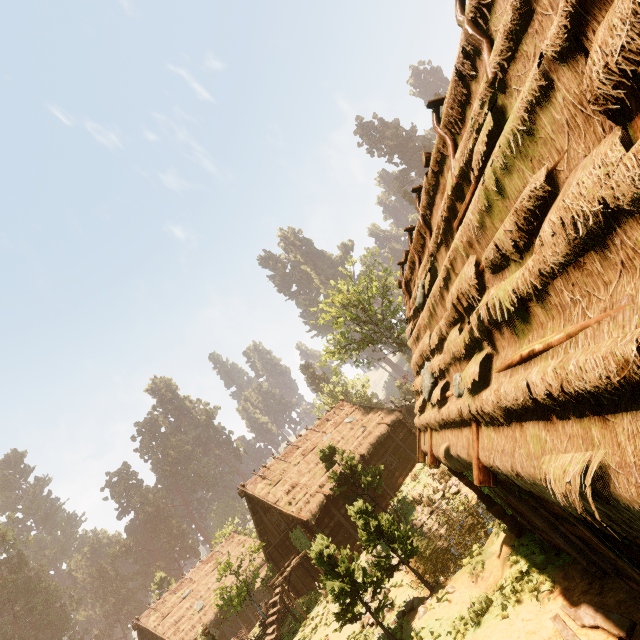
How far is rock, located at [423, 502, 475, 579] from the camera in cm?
1323

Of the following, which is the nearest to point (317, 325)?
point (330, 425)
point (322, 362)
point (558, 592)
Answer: point (322, 362)

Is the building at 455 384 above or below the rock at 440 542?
above

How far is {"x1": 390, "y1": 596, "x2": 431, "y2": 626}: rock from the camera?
10.01m

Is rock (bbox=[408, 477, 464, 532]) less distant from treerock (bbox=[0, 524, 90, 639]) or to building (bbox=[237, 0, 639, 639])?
treerock (bbox=[0, 524, 90, 639])

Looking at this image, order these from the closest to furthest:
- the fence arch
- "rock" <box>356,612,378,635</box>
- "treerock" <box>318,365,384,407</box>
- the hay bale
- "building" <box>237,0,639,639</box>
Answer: "building" <box>237,0,639,639</box>
"rock" <box>356,612,378,635</box>
the fence arch
the hay bale
"treerock" <box>318,365,384,407</box>

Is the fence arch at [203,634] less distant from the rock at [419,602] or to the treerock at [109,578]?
the treerock at [109,578]

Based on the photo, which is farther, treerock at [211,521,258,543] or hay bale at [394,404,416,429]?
treerock at [211,521,258,543]
